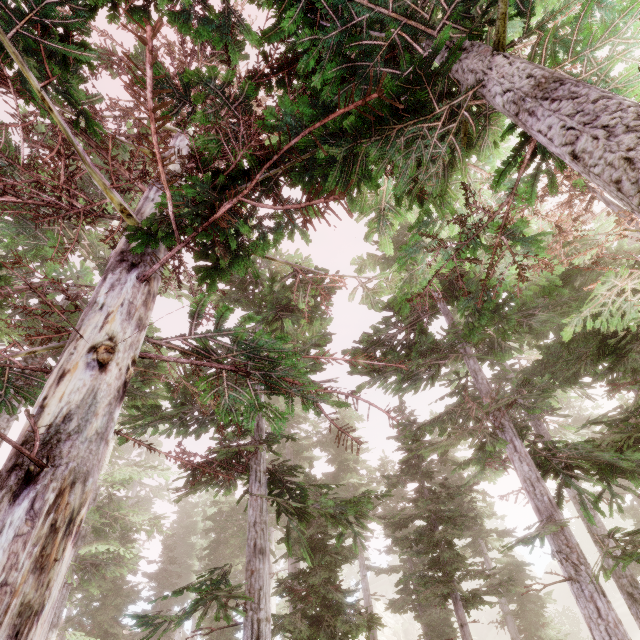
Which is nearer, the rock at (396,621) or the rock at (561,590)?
the rock at (396,621)

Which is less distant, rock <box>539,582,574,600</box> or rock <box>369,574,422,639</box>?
rock <box>369,574,422,639</box>

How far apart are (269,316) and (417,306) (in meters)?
6.44

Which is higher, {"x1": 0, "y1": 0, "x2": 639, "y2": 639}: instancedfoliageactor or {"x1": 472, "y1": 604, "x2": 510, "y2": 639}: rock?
{"x1": 0, "y1": 0, "x2": 639, "y2": 639}: instancedfoliageactor

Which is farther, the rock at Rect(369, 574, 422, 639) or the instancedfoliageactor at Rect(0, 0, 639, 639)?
the rock at Rect(369, 574, 422, 639)

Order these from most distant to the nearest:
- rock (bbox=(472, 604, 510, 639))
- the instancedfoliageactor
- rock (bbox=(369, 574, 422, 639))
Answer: rock (bbox=(369, 574, 422, 639)), rock (bbox=(472, 604, 510, 639)), the instancedfoliageactor

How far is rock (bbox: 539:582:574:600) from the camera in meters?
54.3 m

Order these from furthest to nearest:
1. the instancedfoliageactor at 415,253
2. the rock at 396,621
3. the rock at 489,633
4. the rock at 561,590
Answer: the rock at 561,590, the rock at 396,621, the rock at 489,633, the instancedfoliageactor at 415,253
